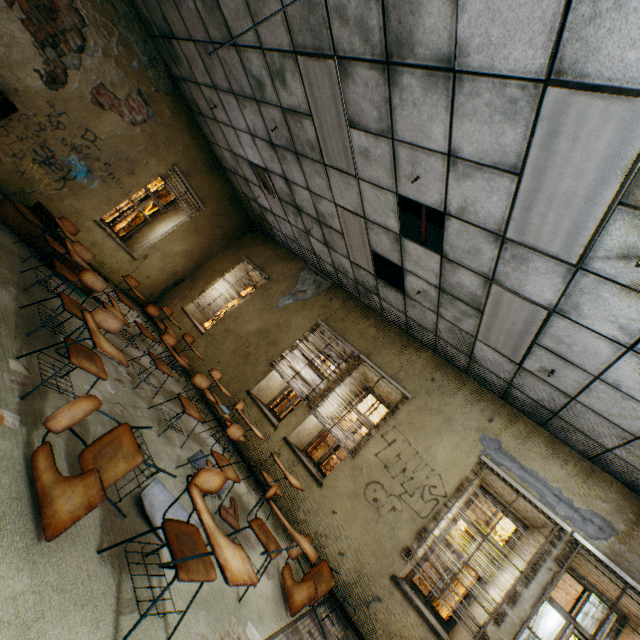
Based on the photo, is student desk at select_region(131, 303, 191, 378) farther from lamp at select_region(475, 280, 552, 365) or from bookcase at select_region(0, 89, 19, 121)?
lamp at select_region(475, 280, 552, 365)

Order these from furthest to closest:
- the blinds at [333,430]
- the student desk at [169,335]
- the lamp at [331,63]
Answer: the blinds at [333,430], the student desk at [169,335], the lamp at [331,63]

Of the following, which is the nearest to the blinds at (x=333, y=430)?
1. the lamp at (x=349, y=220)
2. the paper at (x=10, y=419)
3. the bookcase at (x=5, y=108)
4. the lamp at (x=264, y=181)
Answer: the lamp at (x=349, y=220)

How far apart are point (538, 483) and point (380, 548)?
2.5 meters

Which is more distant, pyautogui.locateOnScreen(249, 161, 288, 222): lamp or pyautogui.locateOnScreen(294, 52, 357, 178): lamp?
pyautogui.locateOnScreen(249, 161, 288, 222): lamp

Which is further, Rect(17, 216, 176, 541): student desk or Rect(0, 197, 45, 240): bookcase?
Rect(0, 197, 45, 240): bookcase

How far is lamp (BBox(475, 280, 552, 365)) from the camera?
3.5m

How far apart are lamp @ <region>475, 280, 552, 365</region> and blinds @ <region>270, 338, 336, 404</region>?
1.7 meters
